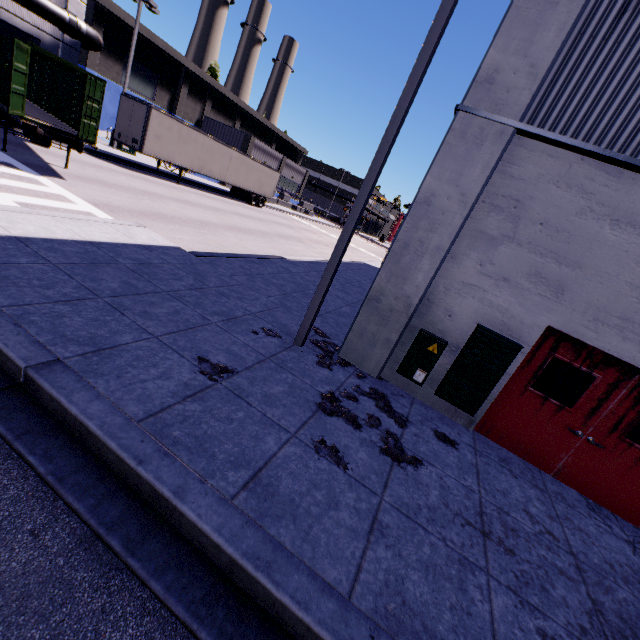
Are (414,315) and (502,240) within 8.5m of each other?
yes

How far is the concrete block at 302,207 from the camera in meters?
44.2 m

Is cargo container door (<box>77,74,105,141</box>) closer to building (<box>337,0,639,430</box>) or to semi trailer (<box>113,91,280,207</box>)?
semi trailer (<box>113,91,280,207</box>)

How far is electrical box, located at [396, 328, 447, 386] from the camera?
6.0m

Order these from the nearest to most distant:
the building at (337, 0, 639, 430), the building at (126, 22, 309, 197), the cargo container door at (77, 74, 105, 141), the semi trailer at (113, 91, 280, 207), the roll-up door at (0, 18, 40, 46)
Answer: the building at (337, 0, 639, 430)
the cargo container door at (77, 74, 105, 141)
the roll-up door at (0, 18, 40, 46)
the semi trailer at (113, 91, 280, 207)
the building at (126, 22, 309, 197)

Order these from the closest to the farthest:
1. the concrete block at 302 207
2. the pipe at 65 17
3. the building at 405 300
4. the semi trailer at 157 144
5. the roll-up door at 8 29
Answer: the building at 405 300 → the pipe at 65 17 → the roll-up door at 8 29 → the semi trailer at 157 144 → the concrete block at 302 207

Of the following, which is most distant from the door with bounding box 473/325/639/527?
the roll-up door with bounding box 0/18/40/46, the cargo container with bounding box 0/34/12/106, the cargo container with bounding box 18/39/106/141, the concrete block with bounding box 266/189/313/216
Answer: the concrete block with bounding box 266/189/313/216

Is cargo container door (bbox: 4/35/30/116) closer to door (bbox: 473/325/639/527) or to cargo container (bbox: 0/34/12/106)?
cargo container (bbox: 0/34/12/106)
